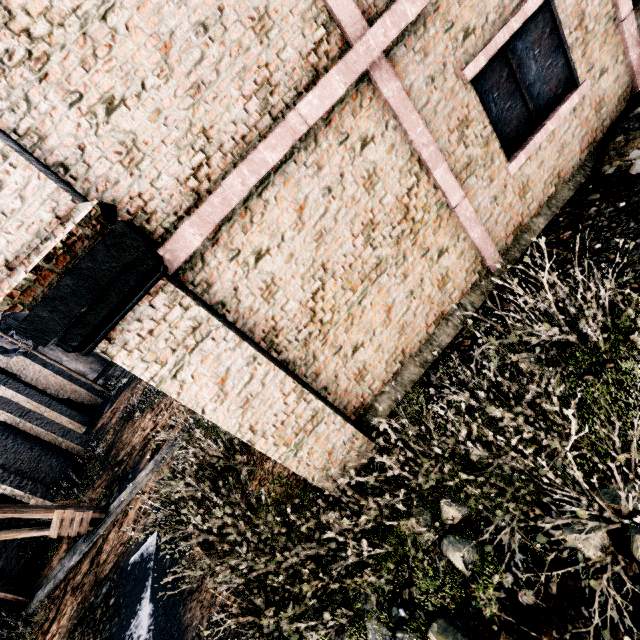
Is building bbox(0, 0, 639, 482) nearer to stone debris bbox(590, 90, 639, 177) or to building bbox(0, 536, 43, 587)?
stone debris bbox(590, 90, 639, 177)

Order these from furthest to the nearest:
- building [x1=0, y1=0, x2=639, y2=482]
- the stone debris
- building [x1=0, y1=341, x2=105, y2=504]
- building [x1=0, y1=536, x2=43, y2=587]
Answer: building [x1=0, y1=341, x2=105, y2=504] < building [x1=0, y1=536, x2=43, y2=587] < the stone debris < building [x1=0, y1=0, x2=639, y2=482]

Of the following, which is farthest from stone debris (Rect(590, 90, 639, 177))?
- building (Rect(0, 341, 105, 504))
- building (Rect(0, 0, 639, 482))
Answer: building (Rect(0, 341, 105, 504))

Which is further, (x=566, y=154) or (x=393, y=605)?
(x=566, y=154)

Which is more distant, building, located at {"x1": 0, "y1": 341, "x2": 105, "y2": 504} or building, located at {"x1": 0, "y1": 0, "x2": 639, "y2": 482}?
building, located at {"x1": 0, "y1": 341, "x2": 105, "y2": 504}

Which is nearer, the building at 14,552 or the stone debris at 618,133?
the stone debris at 618,133

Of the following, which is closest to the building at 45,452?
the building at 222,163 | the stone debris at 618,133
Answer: the building at 222,163
